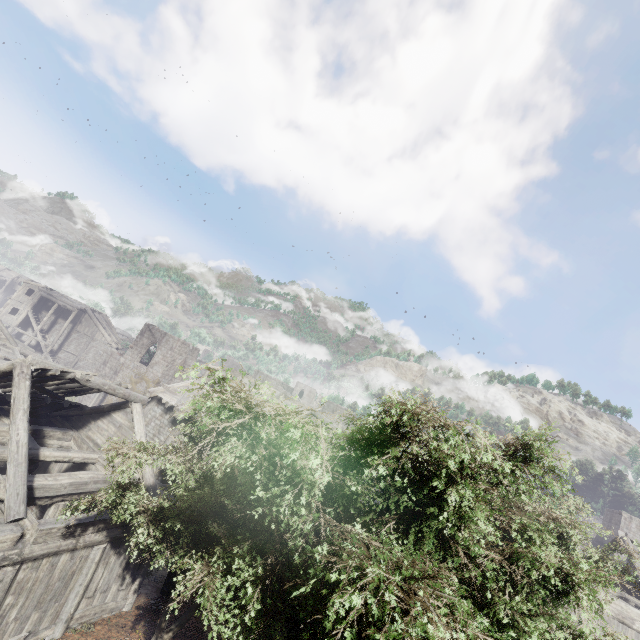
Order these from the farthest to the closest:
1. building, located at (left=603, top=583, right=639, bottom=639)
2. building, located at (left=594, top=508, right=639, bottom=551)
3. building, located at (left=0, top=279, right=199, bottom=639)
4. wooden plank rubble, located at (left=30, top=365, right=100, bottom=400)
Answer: building, located at (left=594, top=508, right=639, bottom=551) < building, located at (left=603, top=583, right=639, bottom=639) < wooden plank rubble, located at (left=30, top=365, right=100, bottom=400) < building, located at (left=0, top=279, right=199, bottom=639)

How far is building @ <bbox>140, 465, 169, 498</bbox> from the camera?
12.5m

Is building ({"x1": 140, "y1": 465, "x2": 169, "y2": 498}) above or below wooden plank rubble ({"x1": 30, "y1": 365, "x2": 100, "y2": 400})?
below

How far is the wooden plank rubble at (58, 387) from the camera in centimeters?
1148cm

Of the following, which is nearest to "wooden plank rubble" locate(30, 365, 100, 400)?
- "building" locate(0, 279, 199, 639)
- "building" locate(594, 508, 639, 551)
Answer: "building" locate(0, 279, 199, 639)

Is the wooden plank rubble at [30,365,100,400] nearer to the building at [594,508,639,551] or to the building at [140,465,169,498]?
the building at [140,465,169,498]

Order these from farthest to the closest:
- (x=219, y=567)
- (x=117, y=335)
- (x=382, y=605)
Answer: (x=117, y=335), (x=219, y=567), (x=382, y=605)

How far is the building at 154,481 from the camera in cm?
1245
